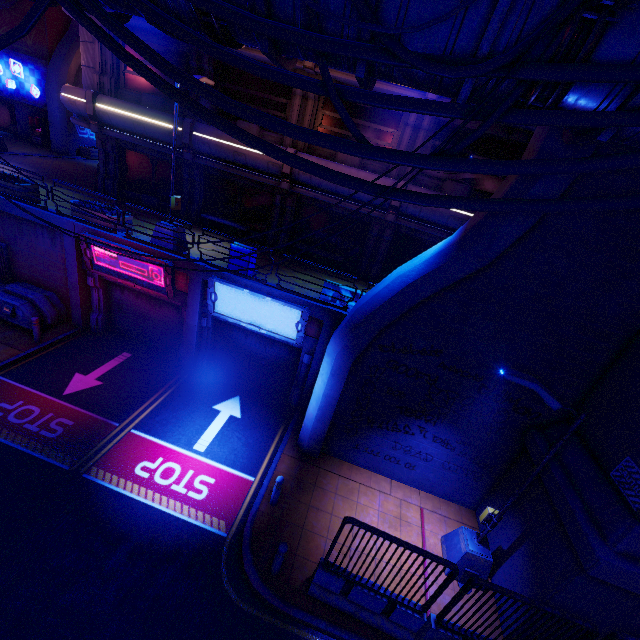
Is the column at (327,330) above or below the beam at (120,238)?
below

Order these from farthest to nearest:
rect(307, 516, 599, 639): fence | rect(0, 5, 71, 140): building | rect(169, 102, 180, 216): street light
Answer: rect(0, 5, 71, 140): building < rect(169, 102, 180, 216): street light < rect(307, 516, 599, 639): fence

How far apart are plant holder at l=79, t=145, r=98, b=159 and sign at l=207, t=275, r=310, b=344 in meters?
22.8

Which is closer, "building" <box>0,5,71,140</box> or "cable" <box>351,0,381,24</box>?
"cable" <box>351,0,381,24</box>

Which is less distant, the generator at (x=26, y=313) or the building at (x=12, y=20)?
the generator at (x=26, y=313)

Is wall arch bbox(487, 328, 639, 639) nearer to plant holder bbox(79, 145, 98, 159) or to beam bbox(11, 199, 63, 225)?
beam bbox(11, 199, 63, 225)

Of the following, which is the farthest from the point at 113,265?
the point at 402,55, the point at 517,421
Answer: the point at 517,421

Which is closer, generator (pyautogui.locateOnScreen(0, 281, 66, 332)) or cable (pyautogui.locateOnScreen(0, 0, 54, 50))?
cable (pyautogui.locateOnScreen(0, 0, 54, 50))
